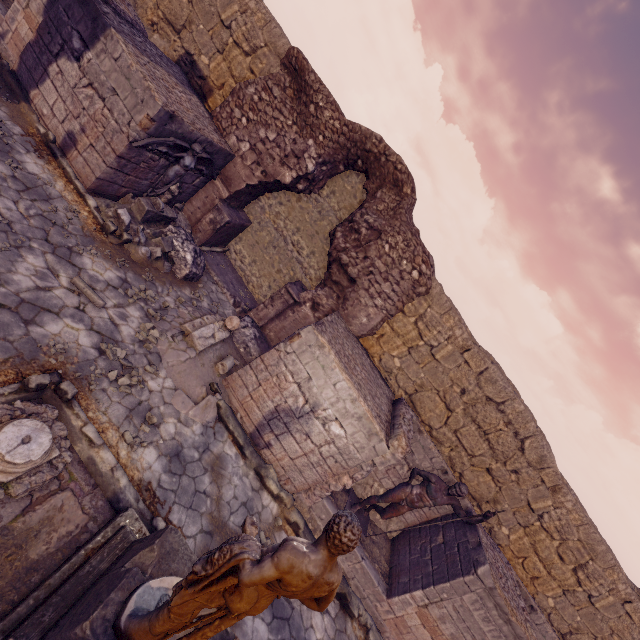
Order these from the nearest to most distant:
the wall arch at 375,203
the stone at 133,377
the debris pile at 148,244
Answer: the stone at 133,377 → the debris pile at 148,244 → the wall arch at 375,203

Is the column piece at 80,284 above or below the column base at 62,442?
above

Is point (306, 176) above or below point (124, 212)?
above

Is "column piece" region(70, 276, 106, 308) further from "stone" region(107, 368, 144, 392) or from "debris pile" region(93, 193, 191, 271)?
"debris pile" region(93, 193, 191, 271)

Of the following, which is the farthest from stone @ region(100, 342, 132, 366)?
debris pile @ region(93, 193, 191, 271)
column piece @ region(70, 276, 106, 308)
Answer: debris pile @ region(93, 193, 191, 271)

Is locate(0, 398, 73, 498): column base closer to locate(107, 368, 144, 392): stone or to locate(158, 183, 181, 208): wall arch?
locate(107, 368, 144, 392): stone

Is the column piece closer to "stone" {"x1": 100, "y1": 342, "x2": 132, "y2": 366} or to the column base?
"stone" {"x1": 100, "y1": 342, "x2": 132, "y2": 366}

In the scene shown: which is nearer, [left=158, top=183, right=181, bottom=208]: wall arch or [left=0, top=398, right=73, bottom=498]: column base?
[left=0, top=398, right=73, bottom=498]: column base
